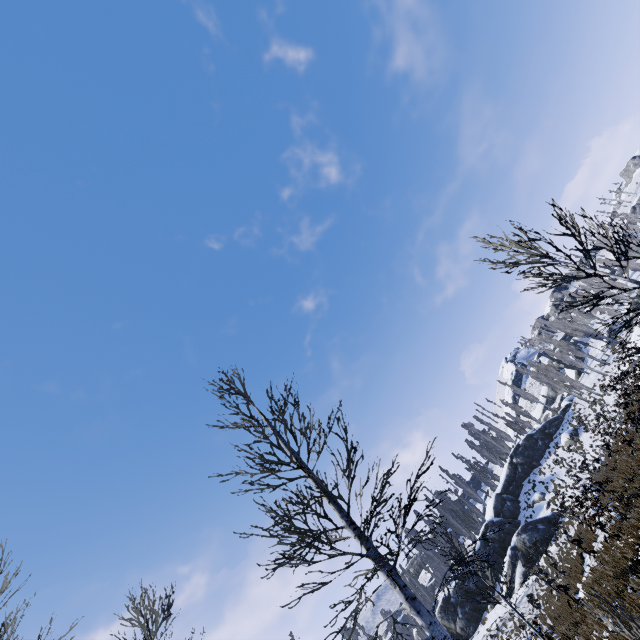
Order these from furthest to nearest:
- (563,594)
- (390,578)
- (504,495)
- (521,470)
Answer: (521,470) → (504,495) → (563,594) → (390,578)

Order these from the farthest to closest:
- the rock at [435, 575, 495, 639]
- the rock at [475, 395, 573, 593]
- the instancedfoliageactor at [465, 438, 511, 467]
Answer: the instancedfoliageactor at [465, 438, 511, 467]
the rock at [435, 575, 495, 639]
the rock at [475, 395, 573, 593]

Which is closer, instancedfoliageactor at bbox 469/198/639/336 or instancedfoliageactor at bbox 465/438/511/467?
instancedfoliageactor at bbox 469/198/639/336

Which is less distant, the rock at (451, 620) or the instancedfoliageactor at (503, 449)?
the rock at (451, 620)

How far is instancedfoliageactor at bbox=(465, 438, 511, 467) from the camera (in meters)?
53.19

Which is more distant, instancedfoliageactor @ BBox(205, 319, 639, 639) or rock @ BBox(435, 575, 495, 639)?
rock @ BBox(435, 575, 495, 639)
